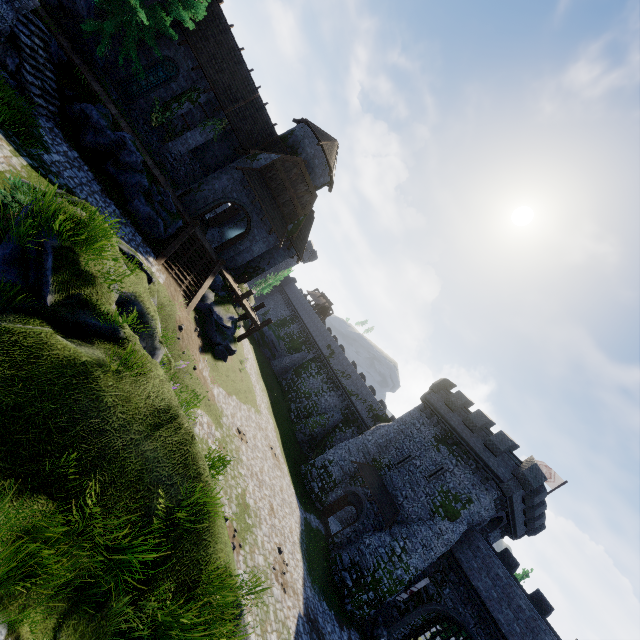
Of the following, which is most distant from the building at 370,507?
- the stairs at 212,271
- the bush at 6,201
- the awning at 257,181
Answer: the bush at 6,201

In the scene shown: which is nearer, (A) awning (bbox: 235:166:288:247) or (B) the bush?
(B) the bush

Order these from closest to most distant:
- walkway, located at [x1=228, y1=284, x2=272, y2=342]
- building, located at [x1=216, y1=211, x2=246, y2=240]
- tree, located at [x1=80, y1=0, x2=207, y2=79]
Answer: tree, located at [x1=80, y1=0, x2=207, y2=79]
walkway, located at [x1=228, y1=284, x2=272, y2=342]
building, located at [x1=216, y1=211, x2=246, y2=240]

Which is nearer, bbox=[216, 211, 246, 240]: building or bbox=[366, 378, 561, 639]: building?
bbox=[366, 378, 561, 639]: building

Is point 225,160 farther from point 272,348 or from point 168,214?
point 272,348

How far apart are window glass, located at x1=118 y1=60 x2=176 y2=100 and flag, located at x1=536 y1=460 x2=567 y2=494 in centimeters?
4485cm

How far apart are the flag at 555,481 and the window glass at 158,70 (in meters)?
44.85

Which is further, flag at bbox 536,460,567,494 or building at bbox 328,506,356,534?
building at bbox 328,506,356,534
